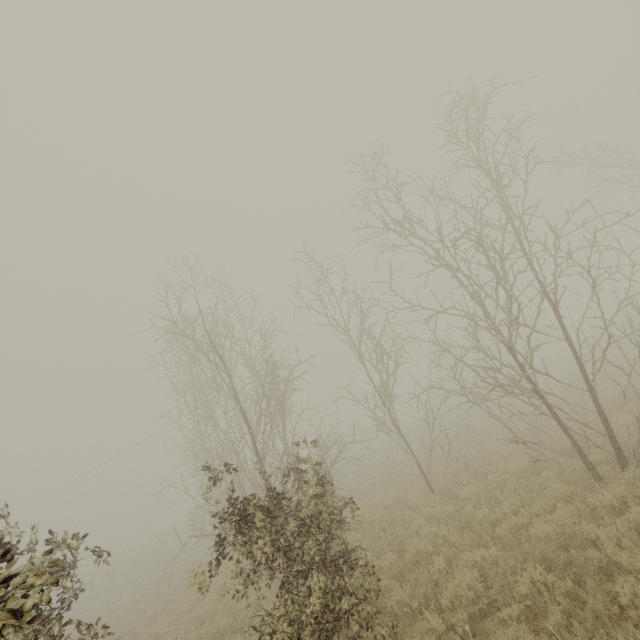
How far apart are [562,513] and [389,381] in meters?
4.7 m
